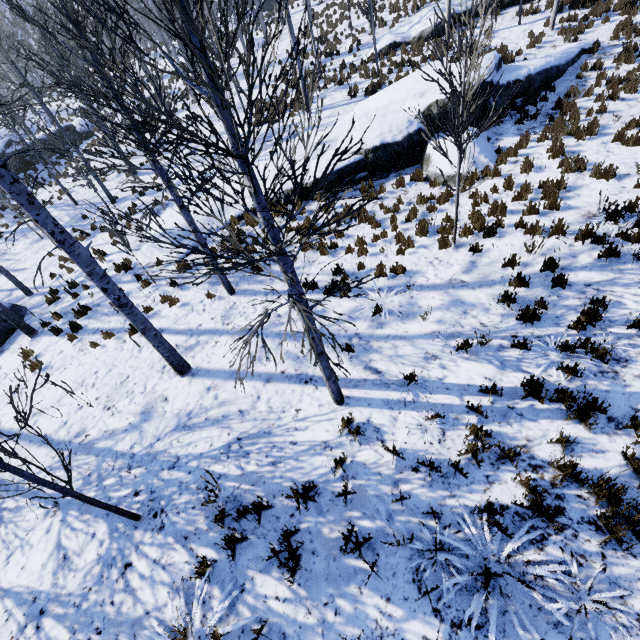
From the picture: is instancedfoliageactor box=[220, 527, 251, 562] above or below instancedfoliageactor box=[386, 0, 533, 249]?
below

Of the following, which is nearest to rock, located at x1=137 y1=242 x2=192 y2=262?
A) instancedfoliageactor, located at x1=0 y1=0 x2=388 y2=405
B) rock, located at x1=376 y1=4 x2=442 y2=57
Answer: instancedfoliageactor, located at x1=0 y1=0 x2=388 y2=405

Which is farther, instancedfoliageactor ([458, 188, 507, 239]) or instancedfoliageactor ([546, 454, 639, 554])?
instancedfoliageactor ([458, 188, 507, 239])

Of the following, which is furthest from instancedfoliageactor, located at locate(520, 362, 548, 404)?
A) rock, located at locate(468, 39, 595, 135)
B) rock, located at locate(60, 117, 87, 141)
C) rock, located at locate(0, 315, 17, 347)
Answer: rock, located at locate(468, 39, 595, 135)

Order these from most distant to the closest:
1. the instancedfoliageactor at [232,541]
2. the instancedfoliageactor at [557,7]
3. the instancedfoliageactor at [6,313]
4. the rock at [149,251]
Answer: the instancedfoliageactor at [557,7], the rock at [149,251], the instancedfoliageactor at [6,313], the instancedfoliageactor at [232,541]

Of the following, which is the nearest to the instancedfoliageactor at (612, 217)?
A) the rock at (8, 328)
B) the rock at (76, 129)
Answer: the rock at (76, 129)

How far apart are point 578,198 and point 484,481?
7.3 meters
